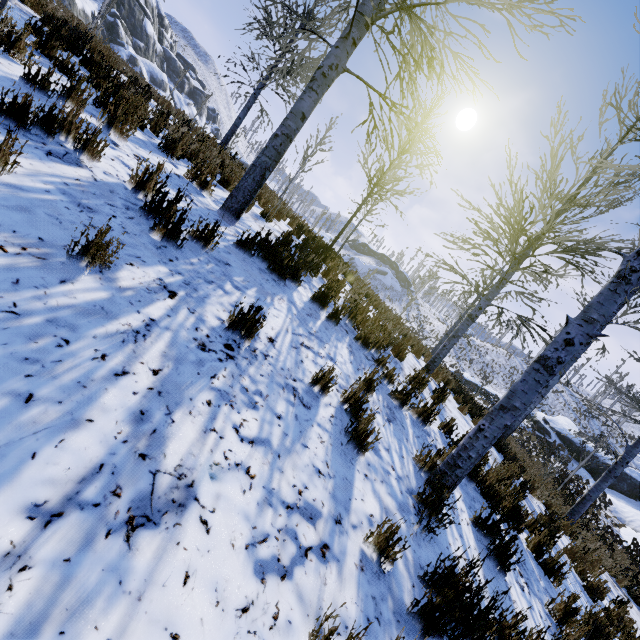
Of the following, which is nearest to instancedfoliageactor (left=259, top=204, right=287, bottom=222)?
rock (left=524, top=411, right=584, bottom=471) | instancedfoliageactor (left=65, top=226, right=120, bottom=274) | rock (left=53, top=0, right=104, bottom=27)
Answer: instancedfoliageactor (left=65, top=226, right=120, bottom=274)

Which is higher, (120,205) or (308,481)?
(120,205)

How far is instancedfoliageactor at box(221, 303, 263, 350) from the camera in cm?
265

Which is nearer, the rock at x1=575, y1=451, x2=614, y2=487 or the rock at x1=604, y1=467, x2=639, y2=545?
the rock at x1=604, y1=467, x2=639, y2=545

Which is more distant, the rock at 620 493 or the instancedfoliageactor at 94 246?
the rock at 620 493

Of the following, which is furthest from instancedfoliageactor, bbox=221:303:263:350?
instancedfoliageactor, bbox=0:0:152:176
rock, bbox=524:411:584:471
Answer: rock, bbox=524:411:584:471

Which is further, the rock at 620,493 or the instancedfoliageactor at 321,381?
the rock at 620,493

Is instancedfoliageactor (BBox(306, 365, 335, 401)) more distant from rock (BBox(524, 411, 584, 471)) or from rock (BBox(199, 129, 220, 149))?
rock (BBox(199, 129, 220, 149))
